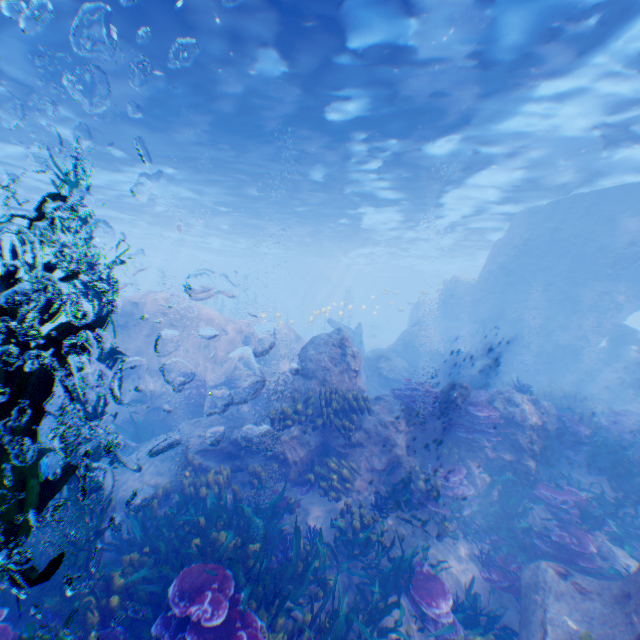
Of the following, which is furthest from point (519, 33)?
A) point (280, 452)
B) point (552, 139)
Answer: point (280, 452)

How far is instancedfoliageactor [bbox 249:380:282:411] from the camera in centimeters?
965cm

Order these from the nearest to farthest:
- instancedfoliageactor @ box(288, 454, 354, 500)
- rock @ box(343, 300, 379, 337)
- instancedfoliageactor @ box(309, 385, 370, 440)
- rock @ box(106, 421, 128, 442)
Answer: instancedfoliageactor @ box(288, 454, 354, 500) < instancedfoliageactor @ box(309, 385, 370, 440) < rock @ box(106, 421, 128, 442) < rock @ box(343, 300, 379, 337)

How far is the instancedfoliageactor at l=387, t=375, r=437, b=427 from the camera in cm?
916

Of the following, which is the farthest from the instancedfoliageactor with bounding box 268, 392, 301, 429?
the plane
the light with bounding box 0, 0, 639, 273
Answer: the light with bounding box 0, 0, 639, 273

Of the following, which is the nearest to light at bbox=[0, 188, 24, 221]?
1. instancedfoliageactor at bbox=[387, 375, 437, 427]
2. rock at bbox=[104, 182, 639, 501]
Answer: rock at bbox=[104, 182, 639, 501]

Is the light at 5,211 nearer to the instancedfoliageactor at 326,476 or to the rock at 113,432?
the rock at 113,432

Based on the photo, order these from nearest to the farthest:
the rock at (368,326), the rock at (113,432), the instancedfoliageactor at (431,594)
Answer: the instancedfoliageactor at (431,594), the rock at (113,432), the rock at (368,326)
